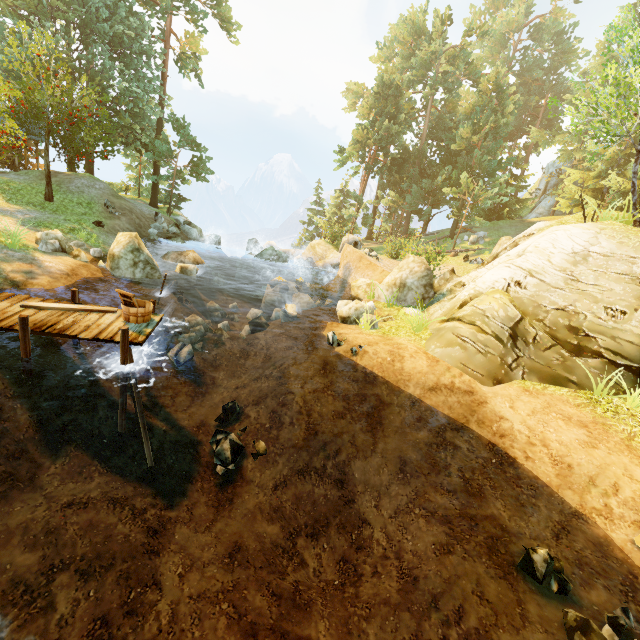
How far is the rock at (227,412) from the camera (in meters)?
8.86

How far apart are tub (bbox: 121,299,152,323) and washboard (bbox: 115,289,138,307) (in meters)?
0.04

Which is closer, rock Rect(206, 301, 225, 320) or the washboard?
the washboard

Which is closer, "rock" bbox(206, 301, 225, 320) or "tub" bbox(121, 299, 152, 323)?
"tub" bbox(121, 299, 152, 323)

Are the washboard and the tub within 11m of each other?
yes

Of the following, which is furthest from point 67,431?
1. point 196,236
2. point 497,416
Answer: point 196,236

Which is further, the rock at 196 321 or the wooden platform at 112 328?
the rock at 196 321

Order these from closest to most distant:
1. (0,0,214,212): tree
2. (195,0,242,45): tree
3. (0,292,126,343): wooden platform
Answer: (0,292,126,343): wooden platform < (0,0,214,212): tree < (195,0,242,45): tree
